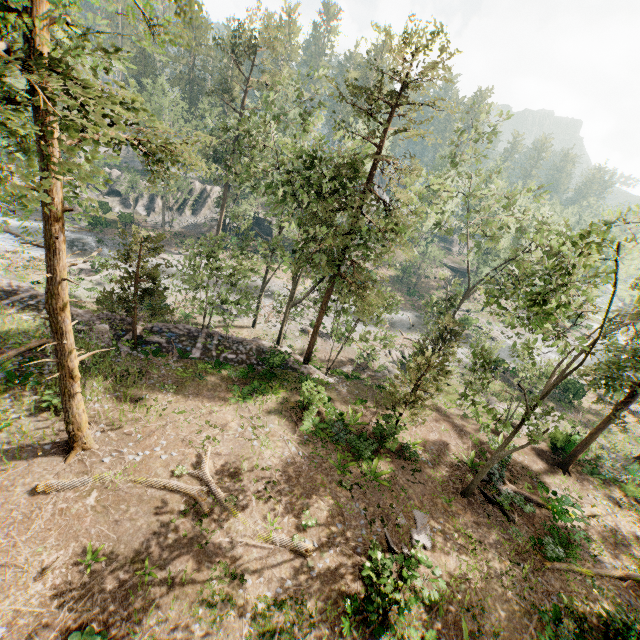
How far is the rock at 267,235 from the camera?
54.0m

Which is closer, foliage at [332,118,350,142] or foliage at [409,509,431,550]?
foliage at [409,509,431,550]

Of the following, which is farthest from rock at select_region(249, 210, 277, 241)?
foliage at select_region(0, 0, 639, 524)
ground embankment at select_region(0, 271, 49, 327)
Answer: ground embankment at select_region(0, 271, 49, 327)

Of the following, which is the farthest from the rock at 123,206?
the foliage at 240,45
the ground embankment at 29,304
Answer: the ground embankment at 29,304

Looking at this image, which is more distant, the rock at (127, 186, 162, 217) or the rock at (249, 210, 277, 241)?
the rock at (249, 210, 277, 241)

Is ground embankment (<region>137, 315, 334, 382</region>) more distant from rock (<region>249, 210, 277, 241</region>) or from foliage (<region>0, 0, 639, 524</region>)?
rock (<region>249, 210, 277, 241</region>)

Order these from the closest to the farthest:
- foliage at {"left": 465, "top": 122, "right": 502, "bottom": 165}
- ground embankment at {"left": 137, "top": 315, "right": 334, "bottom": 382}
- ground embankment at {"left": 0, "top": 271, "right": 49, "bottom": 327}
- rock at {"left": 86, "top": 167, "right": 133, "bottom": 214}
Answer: ground embankment at {"left": 0, "top": 271, "right": 49, "bottom": 327}, ground embankment at {"left": 137, "top": 315, "right": 334, "bottom": 382}, foliage at {"left": 465, "top": 122, "right": 502, "bottom": 165}, rock at {"left": 86, "top": 167, "right": 133, "bottom": 214}

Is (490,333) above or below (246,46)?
below
